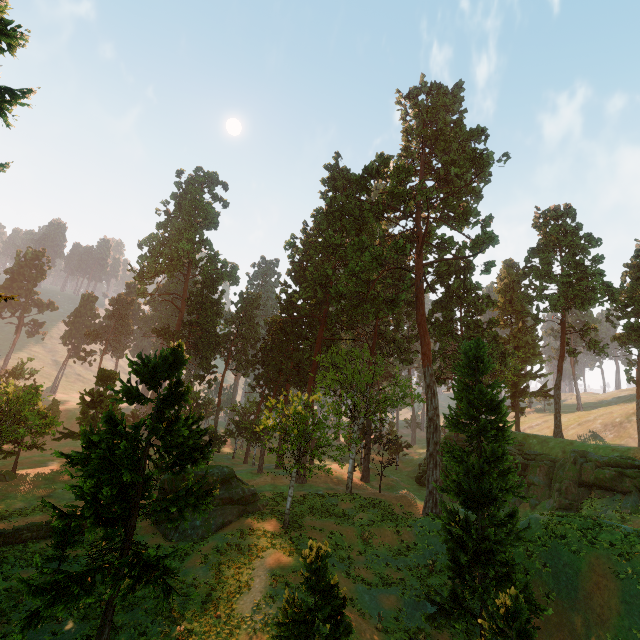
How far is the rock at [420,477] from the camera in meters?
42.5

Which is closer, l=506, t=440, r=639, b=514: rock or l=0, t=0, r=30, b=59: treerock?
l=0, t=0, r=30, b=59: treerock

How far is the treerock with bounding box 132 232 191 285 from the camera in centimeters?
5547cm

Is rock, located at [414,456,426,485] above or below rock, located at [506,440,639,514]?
below

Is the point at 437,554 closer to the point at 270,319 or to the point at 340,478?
the point at 340,478

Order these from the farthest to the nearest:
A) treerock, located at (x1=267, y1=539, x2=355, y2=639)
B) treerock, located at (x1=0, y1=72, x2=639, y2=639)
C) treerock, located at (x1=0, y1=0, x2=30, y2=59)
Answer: treerock, located at (x1=0, y1=72, x2=639, y2=639), treerock, located at (x1=267, y1=539, x2=355, y2=639), treerock, located at (x1=0, y1=0, x2=30, y2=59)

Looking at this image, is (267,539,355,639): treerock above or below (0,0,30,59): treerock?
below

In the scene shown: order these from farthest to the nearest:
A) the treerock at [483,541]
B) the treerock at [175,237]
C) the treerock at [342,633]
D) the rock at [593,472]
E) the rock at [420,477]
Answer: the treerock at [175,237] < the rock at [420,477] < the rock at [593,472] < the treerock at [483,541] < the treerock at [342,633]
